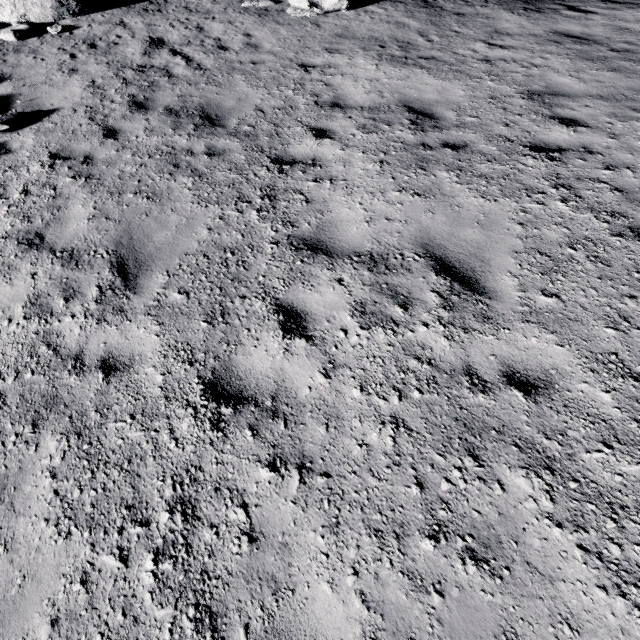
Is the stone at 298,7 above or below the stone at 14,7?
below

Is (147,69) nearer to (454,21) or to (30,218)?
(30,218)

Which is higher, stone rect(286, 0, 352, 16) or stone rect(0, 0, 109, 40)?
stone rect(0, 0, 109, 40)
